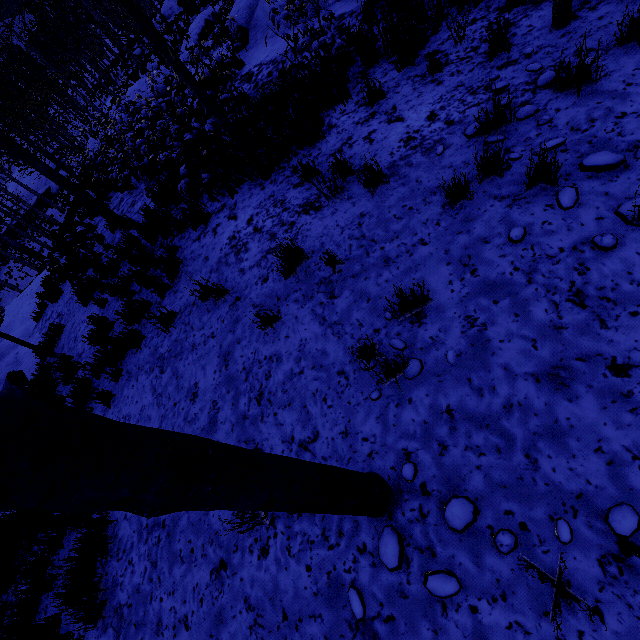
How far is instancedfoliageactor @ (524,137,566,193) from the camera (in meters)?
2.68

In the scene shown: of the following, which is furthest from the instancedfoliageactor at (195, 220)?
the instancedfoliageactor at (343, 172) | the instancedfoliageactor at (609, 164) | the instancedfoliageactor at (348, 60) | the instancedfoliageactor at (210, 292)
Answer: the instancedfoliageactor at (609, 164)

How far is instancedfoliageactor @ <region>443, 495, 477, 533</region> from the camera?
2.1 meters

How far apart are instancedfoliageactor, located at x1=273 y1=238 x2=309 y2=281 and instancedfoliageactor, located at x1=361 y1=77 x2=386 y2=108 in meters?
2.7

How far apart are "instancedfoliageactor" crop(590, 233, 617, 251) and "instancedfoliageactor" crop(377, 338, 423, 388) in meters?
1.6

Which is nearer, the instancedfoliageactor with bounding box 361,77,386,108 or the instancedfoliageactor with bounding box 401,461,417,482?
the instancedfoliageactor with bounding box 401,461,417,482

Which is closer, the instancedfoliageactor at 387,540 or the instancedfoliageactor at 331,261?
the instancedfoliageactor at 387,540

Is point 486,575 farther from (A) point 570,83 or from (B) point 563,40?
(B) point 563,40
